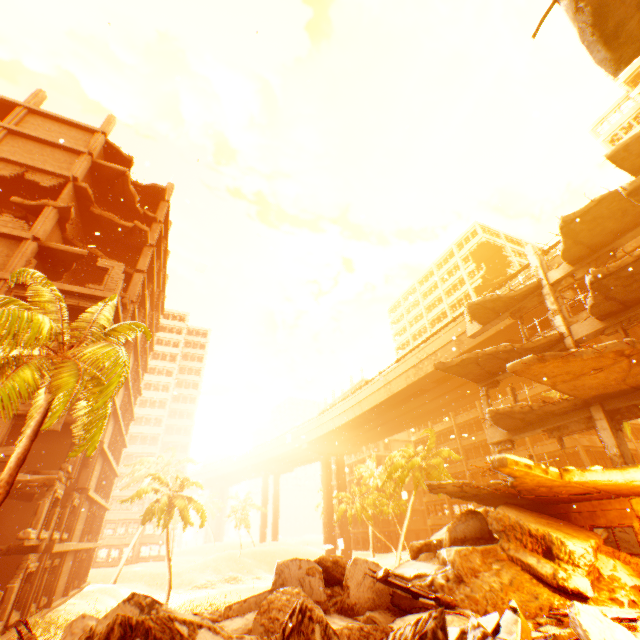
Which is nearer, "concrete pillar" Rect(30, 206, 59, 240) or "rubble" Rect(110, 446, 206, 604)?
"concrete pillar" Rect(30, 206, 59, 240)

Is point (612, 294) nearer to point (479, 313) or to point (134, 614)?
point (479, 313)

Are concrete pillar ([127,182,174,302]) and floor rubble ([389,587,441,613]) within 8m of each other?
no

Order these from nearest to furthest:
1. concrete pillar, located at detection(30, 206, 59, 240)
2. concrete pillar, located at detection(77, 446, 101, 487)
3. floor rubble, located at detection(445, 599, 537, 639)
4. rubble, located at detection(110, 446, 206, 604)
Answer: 1. floor rubble, located at detection(445, 599, 537, 639)
2. concrete pillar, located at detection(30, 206, 59, 240)
3. concrete pillar, located at detection(77, 446, 101, 487)
4. rubble, located at detection(110, 446, 206, 604)

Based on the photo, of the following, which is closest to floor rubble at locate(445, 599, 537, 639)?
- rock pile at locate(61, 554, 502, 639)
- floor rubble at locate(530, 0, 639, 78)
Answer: rock pile at locate(61, 554, 502, 639)

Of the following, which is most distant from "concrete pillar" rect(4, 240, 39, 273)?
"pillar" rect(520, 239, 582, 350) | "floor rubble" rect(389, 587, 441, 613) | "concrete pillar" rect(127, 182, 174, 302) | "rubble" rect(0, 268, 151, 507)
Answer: "pillar" rect(520, 239, 582, 350)

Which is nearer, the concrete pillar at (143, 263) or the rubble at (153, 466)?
the rubble at (153, 466)

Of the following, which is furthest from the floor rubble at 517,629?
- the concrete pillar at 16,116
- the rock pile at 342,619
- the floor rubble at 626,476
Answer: the concrete pillar at 16,116
